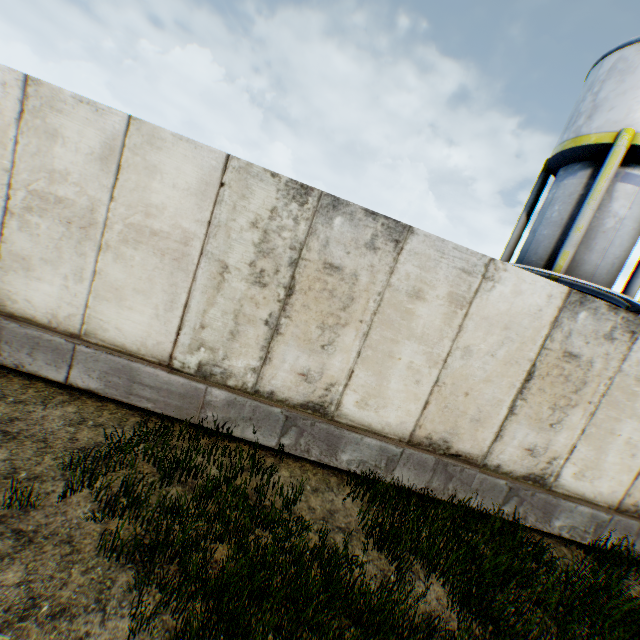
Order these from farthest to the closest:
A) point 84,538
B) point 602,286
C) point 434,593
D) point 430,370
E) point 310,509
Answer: point 602,286 < point 430,370 < point 310,509 < point 434,593 < point 84,538
